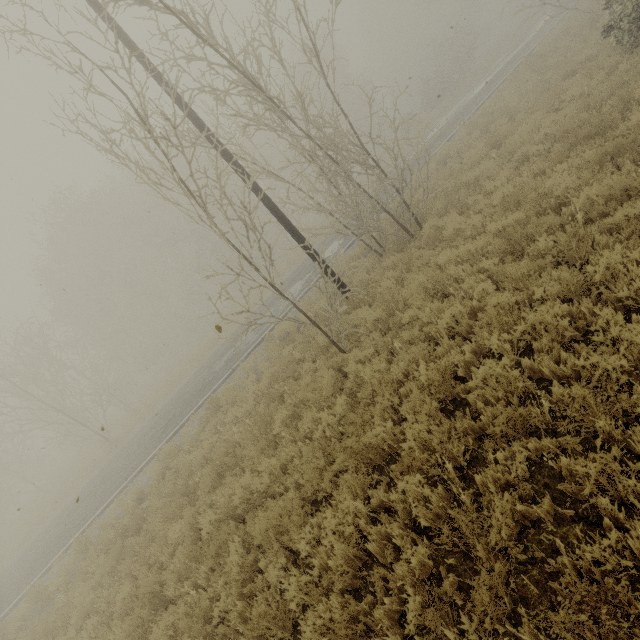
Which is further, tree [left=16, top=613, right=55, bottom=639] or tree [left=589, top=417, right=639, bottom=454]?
tree [left=16, top=613, right=55, bottom=639]

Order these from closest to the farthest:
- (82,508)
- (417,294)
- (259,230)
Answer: (417,294) → (82,508) → (259,230)

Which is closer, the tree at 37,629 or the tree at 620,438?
the tree at 620,438
